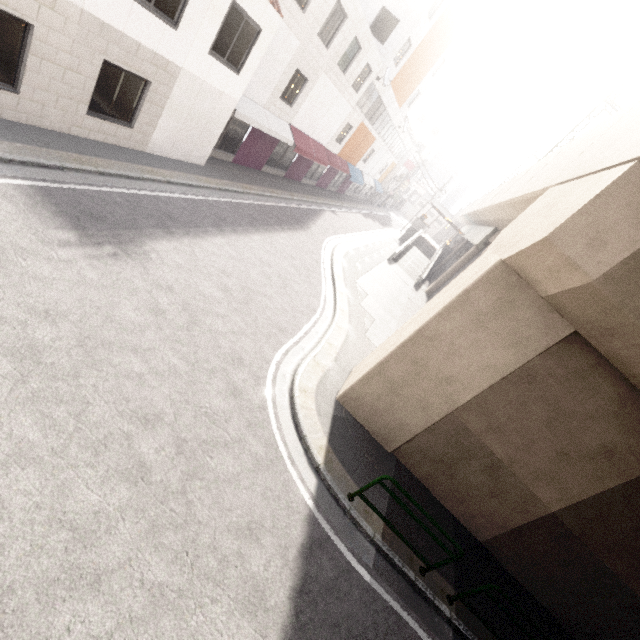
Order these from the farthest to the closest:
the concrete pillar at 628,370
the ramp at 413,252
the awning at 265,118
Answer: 1. the ramp at 413,252
2. the awning at 265,118
3. the concrete pillar at 628,370

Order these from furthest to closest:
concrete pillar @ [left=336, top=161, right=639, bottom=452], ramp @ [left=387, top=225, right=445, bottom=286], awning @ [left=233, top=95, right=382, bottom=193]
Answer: ramp @ [left=387, top=225, right=445, bottom=286]
awning @ [left=233, top=95, right=382, bottom=193]
concrete pillar @ [left=336, top=161, right=639, bottom=452]

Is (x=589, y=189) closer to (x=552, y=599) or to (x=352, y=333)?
(x=352, y=333)

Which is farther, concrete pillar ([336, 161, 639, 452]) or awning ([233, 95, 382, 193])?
awning ([233, 95, 382, 193])

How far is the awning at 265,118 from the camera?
13.80m

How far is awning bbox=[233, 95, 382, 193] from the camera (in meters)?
13.80

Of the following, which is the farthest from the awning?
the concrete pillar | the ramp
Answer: the concrete pillar
